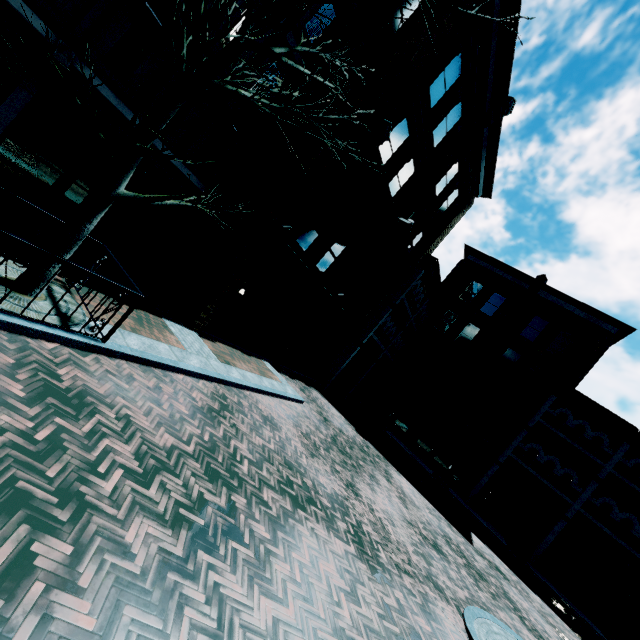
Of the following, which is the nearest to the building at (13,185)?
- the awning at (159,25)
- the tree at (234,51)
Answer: the awning at (159,25)

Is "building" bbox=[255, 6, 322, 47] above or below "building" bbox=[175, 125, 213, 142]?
above

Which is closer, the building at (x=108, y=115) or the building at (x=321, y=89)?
the building at (x=108, y=115)

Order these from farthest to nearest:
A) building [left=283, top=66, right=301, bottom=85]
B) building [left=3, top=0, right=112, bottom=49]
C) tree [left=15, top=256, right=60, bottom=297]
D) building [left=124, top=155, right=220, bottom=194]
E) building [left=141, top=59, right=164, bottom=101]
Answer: building [left=283, top=66, right=301, bottom=85]
building [left=124, top=155, right=220, bottom=194]
building [left=141, top=59, right=164, bottom=101]
building [left=3, top=0, right=112, bottom=49]
tree [left=15, top=256, right=60, bottom=297]

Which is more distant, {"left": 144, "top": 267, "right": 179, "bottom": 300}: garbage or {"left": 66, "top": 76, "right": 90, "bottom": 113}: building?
{"left": 144, "top": 267, "right": 179, "bottom": 300}: garbage

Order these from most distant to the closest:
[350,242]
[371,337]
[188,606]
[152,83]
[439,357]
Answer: [439,357], [371,337], [350,242], [152,83], [188,606]

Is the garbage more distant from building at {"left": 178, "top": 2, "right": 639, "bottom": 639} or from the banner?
the banner

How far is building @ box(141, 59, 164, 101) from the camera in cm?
892
